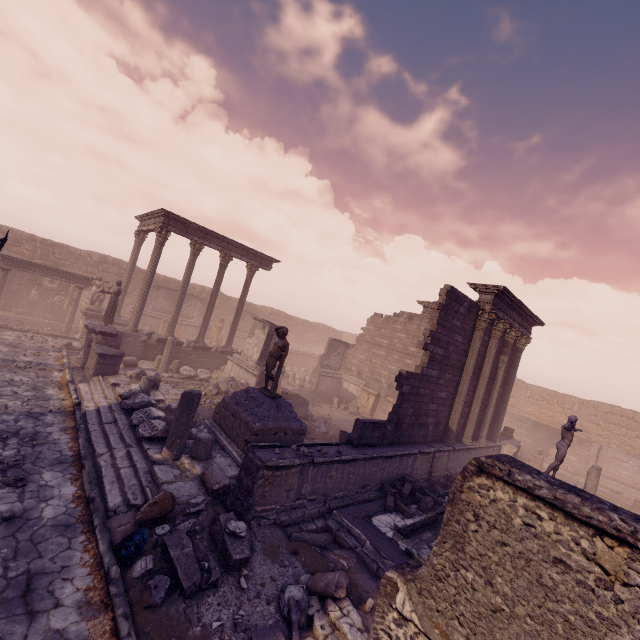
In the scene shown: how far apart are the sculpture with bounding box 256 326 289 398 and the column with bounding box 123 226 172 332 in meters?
9.6

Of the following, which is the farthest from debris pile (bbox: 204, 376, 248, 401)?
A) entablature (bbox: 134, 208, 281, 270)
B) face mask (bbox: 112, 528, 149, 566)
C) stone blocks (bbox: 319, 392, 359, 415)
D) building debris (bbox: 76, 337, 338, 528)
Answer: entablature (bbox: 134, 208, 281, 270)

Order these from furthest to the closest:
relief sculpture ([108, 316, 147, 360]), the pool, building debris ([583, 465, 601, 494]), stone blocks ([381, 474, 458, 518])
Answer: relief sculpture ([108, 316, 147, 360]), building debris ([583, 465, 601, 494]), stone blocks ([381, 474, 458, 518]), the pool

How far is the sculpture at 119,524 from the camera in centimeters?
562cm

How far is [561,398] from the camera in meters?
25.8 m

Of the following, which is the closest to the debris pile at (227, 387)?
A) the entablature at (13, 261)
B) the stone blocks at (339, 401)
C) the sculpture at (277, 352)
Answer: the sculpture at (277, 352)

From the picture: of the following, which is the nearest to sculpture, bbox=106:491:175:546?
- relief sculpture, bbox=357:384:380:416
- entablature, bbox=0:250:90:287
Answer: relief sculpture, bbox=357:384:380:416

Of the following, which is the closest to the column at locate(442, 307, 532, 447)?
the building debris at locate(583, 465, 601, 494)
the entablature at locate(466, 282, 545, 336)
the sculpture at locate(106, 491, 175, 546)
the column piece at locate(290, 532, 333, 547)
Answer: the entablature at locate(466, 282, 545, 336)
